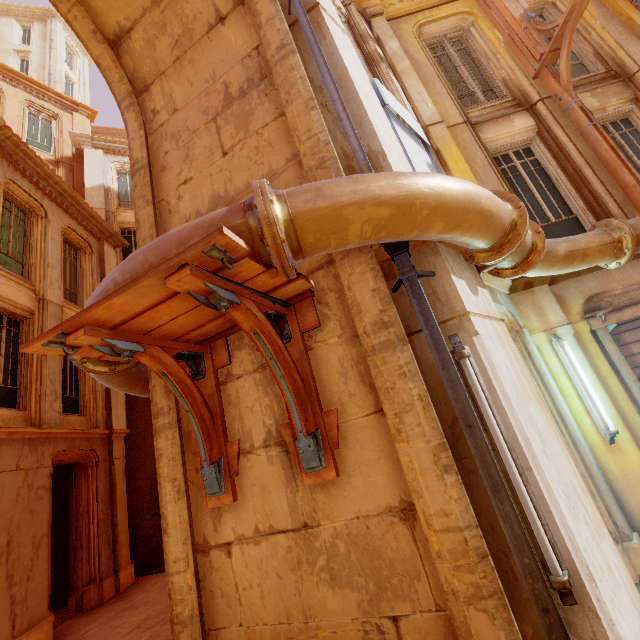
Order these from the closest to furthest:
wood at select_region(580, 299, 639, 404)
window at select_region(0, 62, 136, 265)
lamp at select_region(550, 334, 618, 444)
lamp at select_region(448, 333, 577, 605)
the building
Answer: lamp at select_region(448, 333, 577, 605) → lamp at select_region(550, 334, 618, 444) → wood at select_region(580, 299, 639, 404) → the building → window at select_region(0, 62, 136, 265)

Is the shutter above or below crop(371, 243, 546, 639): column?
above

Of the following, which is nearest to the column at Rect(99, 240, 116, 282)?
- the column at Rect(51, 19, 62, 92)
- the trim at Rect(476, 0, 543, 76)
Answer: the trim at Rect(476, 0, 543, 76)

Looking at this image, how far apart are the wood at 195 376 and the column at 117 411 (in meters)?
9.62

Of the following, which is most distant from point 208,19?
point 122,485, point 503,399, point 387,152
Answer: point 122,485

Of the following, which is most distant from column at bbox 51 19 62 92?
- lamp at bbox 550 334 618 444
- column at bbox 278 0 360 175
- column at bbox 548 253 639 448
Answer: lamp at bbox 550 334 618 444

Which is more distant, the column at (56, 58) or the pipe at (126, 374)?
the column at (56, 58)

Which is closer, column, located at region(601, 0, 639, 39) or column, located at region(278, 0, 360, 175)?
column, located at region(278, 0, 360, 175)
